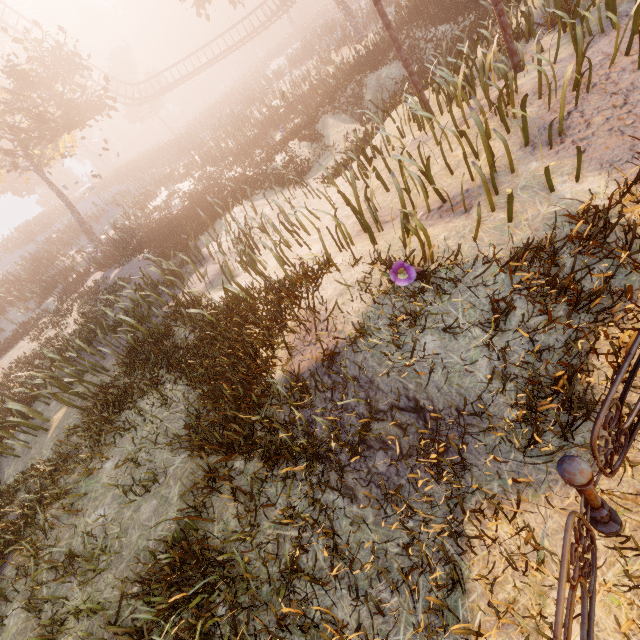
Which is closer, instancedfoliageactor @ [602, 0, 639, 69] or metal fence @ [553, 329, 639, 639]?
metal fence @ [553, 329, 639, 639]

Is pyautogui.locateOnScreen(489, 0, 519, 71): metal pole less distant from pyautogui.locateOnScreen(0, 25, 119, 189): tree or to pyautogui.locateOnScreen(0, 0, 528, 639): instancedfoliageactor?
pyautogui.locateOnScreen(0, 0, 528, 639): instancedfoliageactor

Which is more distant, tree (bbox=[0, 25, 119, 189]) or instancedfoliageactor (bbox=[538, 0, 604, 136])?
tree (bbox=[0, 25, 119, 189])

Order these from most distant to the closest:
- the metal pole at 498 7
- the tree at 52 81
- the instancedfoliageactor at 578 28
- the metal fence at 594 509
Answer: the tree at 52 81, the metal pole at 498 7, the instancedfoliageactor at 578 28, the metal fence at 594 509

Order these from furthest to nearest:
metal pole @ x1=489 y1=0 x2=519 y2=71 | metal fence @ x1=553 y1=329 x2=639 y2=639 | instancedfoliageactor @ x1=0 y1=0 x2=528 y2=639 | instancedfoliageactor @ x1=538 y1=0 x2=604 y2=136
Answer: metal pole @ x1=489 y1=0 x2=519 y2=71
instancedfoliageactor @ x1=538 y1=0 x2=604 y2=136
instancedfoliageactor @ x1=0 y1=0 x2=528 y2=639
metal fence @ x1=553 y1=329 x2=639 y2=639

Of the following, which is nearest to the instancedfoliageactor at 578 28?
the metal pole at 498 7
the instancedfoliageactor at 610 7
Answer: the instancedfoliageactor at 610 7

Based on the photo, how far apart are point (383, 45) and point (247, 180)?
8.8 meters
